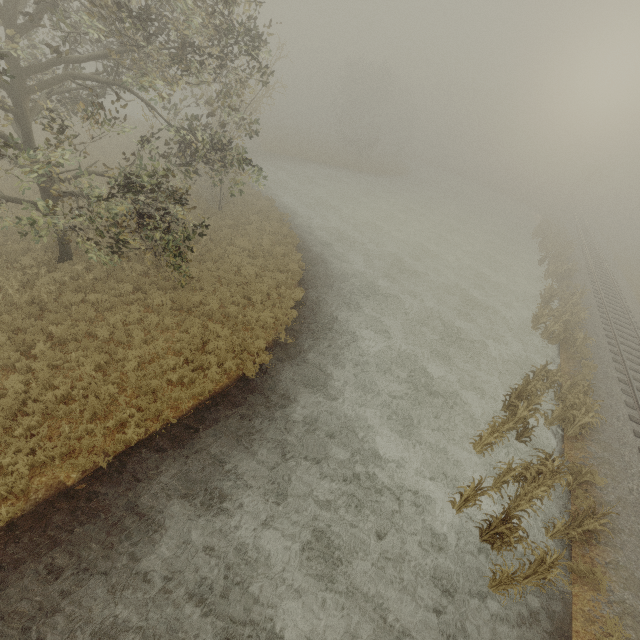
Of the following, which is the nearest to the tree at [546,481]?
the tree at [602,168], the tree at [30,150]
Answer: the tree at [30,150]

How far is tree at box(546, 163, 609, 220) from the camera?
44.9 meters

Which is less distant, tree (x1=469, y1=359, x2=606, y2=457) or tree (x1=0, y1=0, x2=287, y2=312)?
tree (x1=0, y1=0, x2=287, y2=312)

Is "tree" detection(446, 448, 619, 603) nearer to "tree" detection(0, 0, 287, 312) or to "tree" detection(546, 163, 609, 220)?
"tree" detection(0, 0, 287, 312)

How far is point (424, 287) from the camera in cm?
2072

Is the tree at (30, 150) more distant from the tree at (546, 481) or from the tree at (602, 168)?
the tree at (602, 168)

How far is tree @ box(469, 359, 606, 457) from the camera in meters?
10.9 m

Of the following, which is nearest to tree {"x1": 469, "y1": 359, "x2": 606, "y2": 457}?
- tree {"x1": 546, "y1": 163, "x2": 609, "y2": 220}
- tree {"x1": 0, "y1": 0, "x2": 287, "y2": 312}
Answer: tree {"x1": 0, "y1": 0, "x2": 287, "y2": 312}
